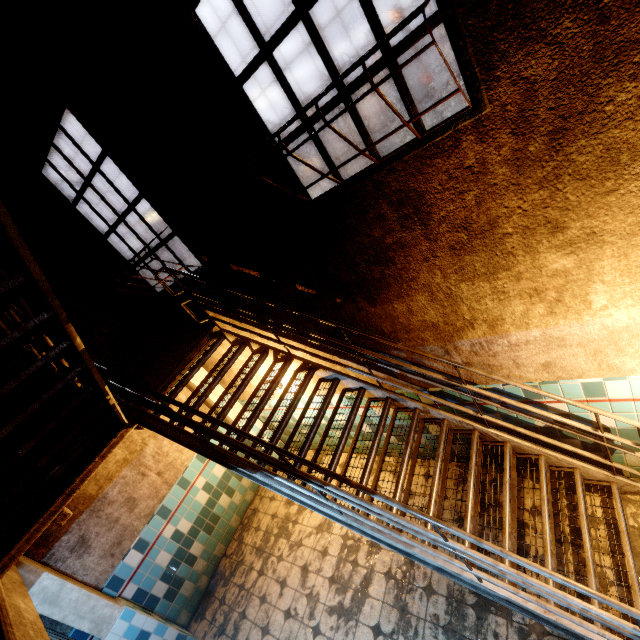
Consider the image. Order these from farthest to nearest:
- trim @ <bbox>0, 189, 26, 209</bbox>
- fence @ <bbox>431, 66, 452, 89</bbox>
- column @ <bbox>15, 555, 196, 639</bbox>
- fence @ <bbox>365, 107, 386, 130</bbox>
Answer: fence @ <bbox>431, 66, 452, 89</bbox>, fence @ <bbox>365, 107, 386, 130</bbox>, trim @ <bbox>0, 189, 26, 209</bbox>, column @ <bbox>15, 555, 196, 639</bbox>

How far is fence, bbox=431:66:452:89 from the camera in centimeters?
3447cm

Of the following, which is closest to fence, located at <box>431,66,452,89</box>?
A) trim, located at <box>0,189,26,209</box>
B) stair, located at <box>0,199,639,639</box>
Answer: trim, located at <box>0,189,26,209</box>

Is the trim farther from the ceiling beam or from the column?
the ceiling beam

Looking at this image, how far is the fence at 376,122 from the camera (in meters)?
31.25

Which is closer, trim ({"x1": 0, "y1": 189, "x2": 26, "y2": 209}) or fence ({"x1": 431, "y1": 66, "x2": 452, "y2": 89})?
trim ({"x1": 0, "y1": 189, "x2": 26, "y2": 209})

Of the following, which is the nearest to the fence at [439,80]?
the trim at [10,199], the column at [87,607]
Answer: the trim at [10,199]

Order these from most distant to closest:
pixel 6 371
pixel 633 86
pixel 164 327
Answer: pixel 164 327
pixel 6 371
pixel 633 86
